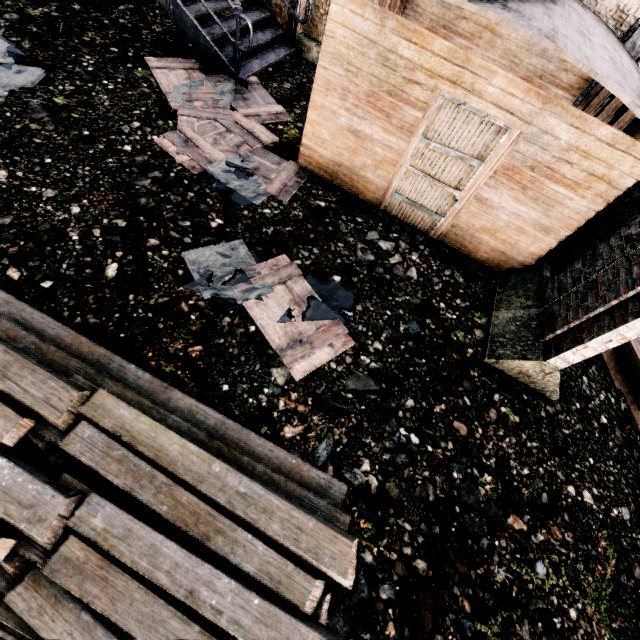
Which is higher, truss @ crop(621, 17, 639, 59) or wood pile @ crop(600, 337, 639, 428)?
truss @ crop(621, 17, 639, 59)

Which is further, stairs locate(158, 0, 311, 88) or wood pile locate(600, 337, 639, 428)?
stairs locate(158, 0, 311, 88)

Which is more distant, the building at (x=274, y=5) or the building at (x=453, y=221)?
the building at (x=274, y=5)

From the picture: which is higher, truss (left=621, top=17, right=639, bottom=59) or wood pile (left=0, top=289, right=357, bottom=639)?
truss (left=621, top=17, right=639, bottom=59)

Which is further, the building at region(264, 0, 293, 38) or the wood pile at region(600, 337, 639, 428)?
the building at region(264, 0, 293, 38)

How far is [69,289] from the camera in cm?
427

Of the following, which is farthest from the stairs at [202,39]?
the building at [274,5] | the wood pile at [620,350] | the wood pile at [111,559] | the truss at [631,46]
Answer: the wood pile at [620,350]

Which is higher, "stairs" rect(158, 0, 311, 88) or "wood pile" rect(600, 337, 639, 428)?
"stairs" rect(158, 0, 311, 88)
